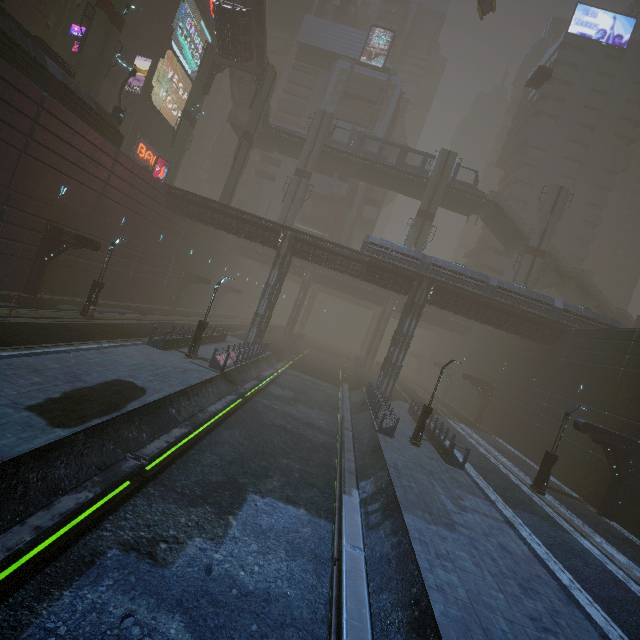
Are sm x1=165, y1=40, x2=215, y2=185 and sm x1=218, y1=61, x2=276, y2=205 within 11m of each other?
yes

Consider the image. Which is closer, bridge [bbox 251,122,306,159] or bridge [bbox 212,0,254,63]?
bridge [bbox 212,0,254,63]

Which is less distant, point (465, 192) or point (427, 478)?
point (427, 478)

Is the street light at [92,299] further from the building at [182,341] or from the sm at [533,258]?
the sm at [533,258]

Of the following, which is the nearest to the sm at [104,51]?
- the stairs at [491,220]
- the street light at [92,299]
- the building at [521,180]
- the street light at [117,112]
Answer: the street light at [117,112]

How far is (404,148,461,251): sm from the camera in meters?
39.7 m

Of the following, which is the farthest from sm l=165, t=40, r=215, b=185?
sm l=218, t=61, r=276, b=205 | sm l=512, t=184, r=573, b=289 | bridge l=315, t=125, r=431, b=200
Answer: sm l=512, t=184, r=573, b=289

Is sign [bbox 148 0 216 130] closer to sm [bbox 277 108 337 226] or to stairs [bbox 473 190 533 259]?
sm [bbox 277 108 337 226]
